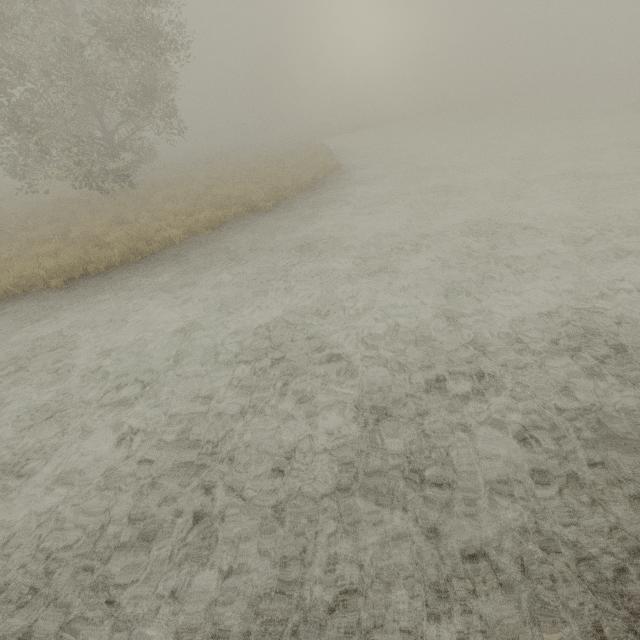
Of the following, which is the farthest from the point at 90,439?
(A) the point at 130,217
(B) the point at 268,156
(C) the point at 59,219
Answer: (B) the point at 268,156
